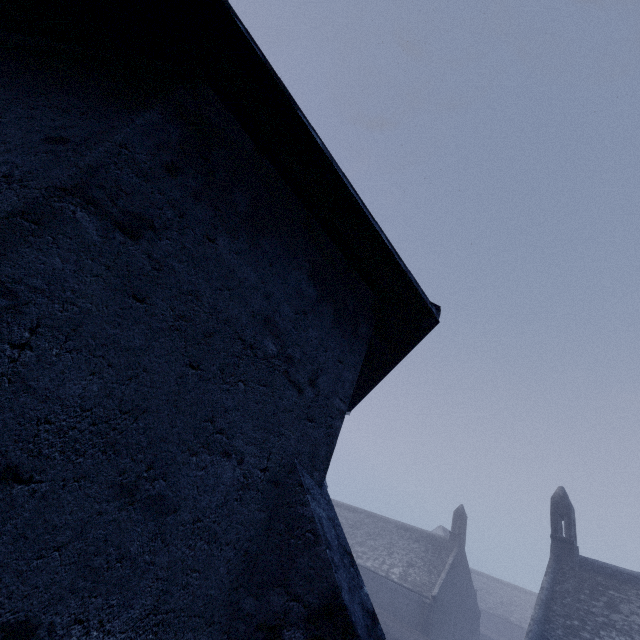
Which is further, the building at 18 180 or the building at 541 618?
the building at 541 618

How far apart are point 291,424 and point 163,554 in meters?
1.2

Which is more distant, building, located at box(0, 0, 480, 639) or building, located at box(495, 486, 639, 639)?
building, located at box(495, 486, 639, 639)
